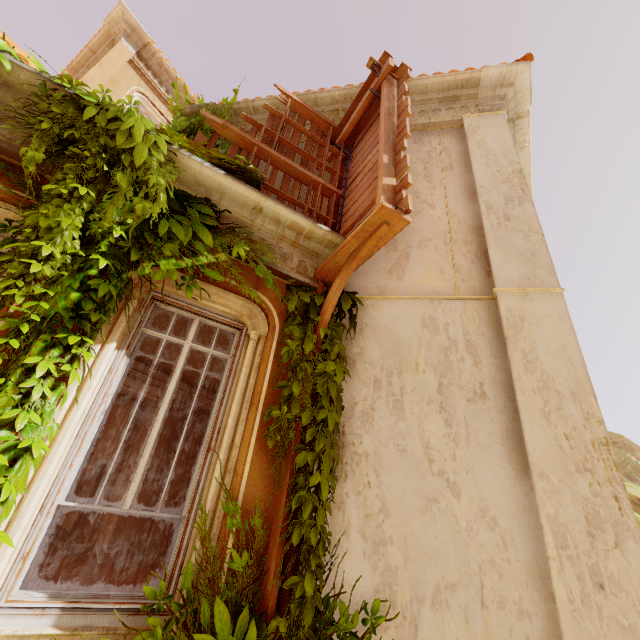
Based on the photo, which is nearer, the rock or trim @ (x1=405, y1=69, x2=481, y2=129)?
trim @ (x1=405, y1=69, x2=481, y2=129)

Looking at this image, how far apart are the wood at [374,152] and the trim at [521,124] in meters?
2.3 m

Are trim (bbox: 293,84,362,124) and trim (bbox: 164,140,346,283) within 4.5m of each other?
yes

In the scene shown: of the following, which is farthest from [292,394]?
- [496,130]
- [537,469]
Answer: [496,130]

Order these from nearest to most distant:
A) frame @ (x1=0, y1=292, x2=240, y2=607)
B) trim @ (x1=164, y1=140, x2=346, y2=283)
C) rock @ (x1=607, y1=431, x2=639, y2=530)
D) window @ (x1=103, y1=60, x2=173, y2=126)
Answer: frame @ (x1=0, y1=292, x2=240, y2=607), trim @ (x1=164, y1=140, x2=346, y2=283), window @ (x1=103, y1=60, x2=173, y2=126), rock @ (x1=607, y1=431, x2=639, y2=530)

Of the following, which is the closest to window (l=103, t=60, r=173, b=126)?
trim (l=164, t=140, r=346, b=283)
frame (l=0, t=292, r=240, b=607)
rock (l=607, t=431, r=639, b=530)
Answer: trim (l=164, t=140, r=346, b=283)

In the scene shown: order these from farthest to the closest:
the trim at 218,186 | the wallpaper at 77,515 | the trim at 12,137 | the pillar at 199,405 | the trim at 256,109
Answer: the pillar at 199,405, the wallpaper at 77,515, the trim at 256,109, the trim at 218,186, the trim at 12,137

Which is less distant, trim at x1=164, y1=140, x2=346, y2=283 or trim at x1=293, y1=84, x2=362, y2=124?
trim at x1=164, y1=140, x2=346, y2=283
